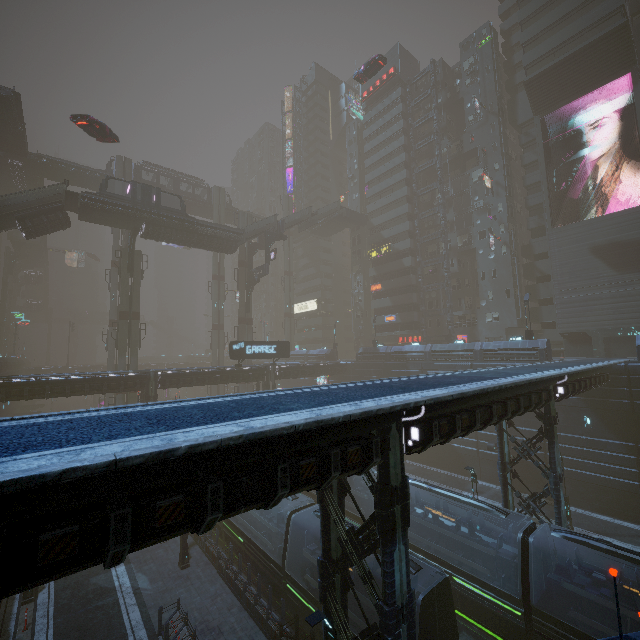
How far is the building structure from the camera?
46.2m

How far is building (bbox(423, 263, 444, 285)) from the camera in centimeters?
5094cm

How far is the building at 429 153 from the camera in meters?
52.9 m

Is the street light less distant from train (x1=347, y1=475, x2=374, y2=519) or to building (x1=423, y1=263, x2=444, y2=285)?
building (x1=423, y1=263, x2=444, y2=285)

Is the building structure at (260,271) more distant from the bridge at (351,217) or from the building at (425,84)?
the bridge at (351,217)

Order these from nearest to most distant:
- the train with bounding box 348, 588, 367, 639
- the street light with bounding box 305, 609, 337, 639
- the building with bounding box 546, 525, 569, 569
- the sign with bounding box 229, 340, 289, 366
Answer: the street light with bounding box 305, 609, 337, 639 < the train with bounding box 348, 588, 367, 639 < the building with bounding box 546, 525, 569, 569 < the sign with bounding box 229, 340, 289, 366

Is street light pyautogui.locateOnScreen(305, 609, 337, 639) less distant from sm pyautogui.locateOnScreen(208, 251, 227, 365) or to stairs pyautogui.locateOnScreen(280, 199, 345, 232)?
sm pyautogui.locateOnScreen(208, 251, 227, 365)

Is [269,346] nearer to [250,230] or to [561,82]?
[250,230]
